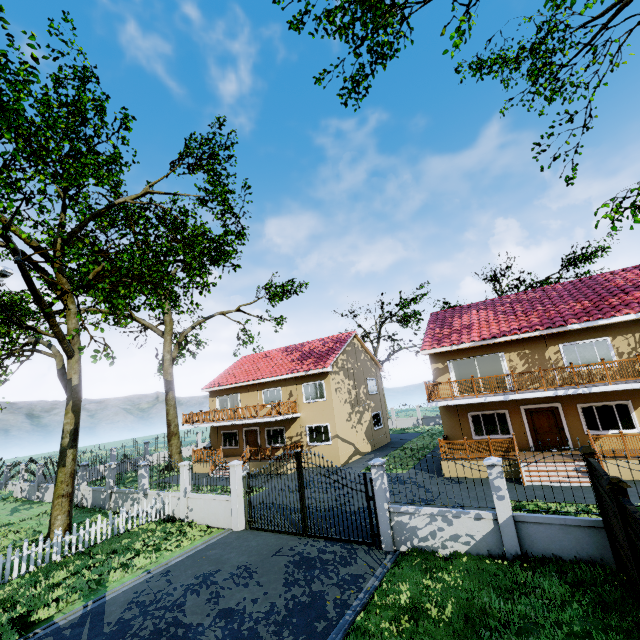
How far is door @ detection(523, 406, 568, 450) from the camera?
15.9m

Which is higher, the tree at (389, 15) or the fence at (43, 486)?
the tree at (389, 15)

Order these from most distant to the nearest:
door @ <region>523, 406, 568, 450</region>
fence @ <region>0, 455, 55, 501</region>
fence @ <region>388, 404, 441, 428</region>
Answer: fence @ <region>388, 404, 441, 428</region>
fence @ <region>0, 455, 55, 501</region>
door @ <region>523, 406, 568, 450</region>

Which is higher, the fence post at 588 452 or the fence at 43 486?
the fence post at 588 452

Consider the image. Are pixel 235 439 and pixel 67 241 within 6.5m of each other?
no

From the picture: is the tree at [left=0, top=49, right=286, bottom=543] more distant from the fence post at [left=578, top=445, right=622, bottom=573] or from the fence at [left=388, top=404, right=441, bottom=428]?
the fence post at [left=578, top=445, right=622, bottom=573]

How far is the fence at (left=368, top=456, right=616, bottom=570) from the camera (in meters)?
7.52

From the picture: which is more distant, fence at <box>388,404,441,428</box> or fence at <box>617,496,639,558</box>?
fence at <box>388,404,441,428</box>
